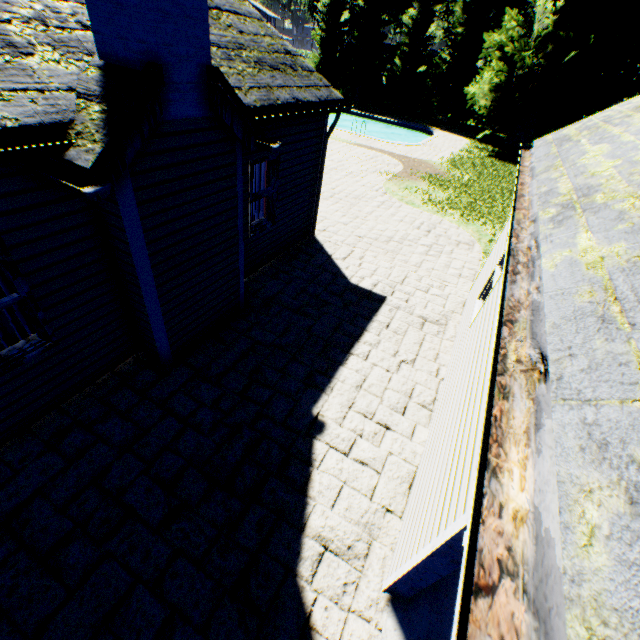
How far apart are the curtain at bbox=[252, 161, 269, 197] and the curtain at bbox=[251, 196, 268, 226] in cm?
8

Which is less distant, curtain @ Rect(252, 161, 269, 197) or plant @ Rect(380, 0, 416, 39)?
curtain @ Rect(252, 161, 269, 197)

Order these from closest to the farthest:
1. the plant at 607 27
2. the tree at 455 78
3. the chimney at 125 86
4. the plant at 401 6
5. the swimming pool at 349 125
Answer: the chimney at 125 86 < the plant at 607 27 < the swimming pool at 349 125 < the tree at 455 78 < the plant at 401 6

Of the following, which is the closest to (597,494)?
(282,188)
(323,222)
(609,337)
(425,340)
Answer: (609,337)

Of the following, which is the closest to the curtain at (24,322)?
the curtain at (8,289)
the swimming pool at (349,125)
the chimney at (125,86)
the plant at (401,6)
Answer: the curtain at (8,289)

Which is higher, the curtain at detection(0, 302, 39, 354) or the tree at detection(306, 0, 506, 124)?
the tree at detection(306, 0, 506, 124)

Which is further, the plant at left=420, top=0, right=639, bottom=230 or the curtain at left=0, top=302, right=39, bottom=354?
the plant at left=420, top=0, right=639, bottom=230

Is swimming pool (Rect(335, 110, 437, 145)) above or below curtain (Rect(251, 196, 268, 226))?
below
